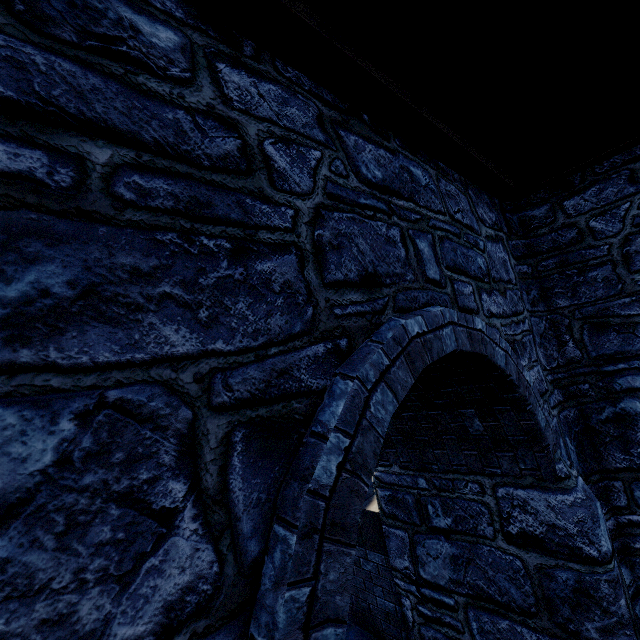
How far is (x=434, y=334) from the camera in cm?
192
